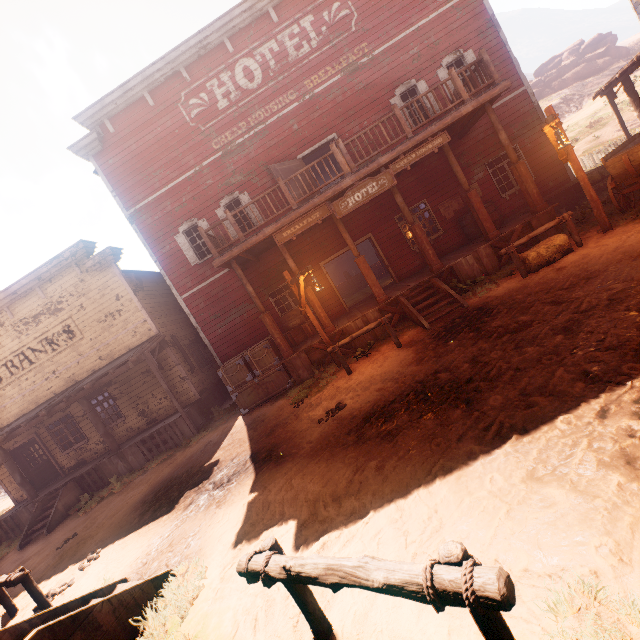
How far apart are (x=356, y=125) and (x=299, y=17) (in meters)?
4.45

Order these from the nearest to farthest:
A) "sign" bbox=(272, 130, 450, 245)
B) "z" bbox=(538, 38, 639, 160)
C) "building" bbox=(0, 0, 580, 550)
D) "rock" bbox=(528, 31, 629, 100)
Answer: "sign" bbox=(272, 130, 450, 245) < "building" bbox=(0, 0, 580, 550) < "z" bbox=(538, 38, 639, 160) < "rock" bbox=(528, 31, 629, 100)

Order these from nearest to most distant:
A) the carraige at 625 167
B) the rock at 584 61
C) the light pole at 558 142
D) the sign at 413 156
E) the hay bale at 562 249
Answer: the light pole at 558 142, the carraige at 625 167, the hay bale at 562 249, the sign at 413 156, the rock at 584 61

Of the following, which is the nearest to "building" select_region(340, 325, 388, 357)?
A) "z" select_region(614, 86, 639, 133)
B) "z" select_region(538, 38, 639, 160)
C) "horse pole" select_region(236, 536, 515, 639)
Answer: "z" select_region(614, 86, 639, 133)

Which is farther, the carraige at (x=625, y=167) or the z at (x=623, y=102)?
the z at (x=623, y=102)

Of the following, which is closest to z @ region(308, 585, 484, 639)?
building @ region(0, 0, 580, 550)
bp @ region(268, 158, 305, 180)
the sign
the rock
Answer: building @ region(0, 0, 580, 550)

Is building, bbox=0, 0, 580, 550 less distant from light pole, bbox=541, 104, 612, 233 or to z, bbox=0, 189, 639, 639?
z, bbox=0, 189, 639, 639

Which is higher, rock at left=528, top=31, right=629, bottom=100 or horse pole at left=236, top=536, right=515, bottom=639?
rock at left=528, top=31, right=629, bottom=100
